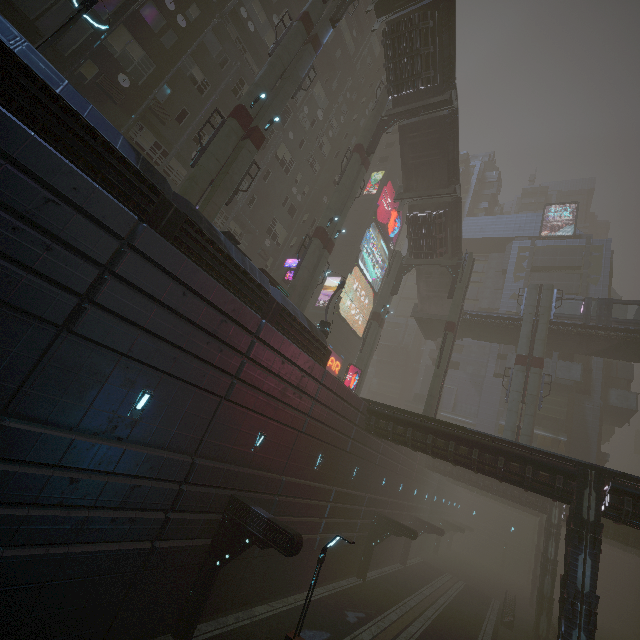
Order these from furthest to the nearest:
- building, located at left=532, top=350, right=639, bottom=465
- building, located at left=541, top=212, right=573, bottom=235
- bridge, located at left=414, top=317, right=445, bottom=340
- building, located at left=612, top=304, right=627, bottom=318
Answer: building, located at left=612, top=304, right=627, bottom=318 < building, located at left=541, top=212, right=573, bottom=235 < bridge, located at left=414, top=317, right=445, bottom=340 < building, located at left=532, top=350, right=639, bottom=465

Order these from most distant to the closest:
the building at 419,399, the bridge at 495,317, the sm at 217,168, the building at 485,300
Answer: the building at 419,399 < the building at 485,300 < the bridge at 495,317 < the sm at 217,168

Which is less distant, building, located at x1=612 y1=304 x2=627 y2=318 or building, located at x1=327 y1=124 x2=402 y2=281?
building, located at x1=327 y1=124 x2=402 y2=281

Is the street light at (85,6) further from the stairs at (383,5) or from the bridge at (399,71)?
the stairs at (383,5)

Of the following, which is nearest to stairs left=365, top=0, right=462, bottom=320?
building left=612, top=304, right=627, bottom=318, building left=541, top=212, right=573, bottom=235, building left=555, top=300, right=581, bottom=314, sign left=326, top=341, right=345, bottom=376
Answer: Result: sign left=326, top=341, right=345, bottom=376

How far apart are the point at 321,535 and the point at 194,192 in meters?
21.2 m

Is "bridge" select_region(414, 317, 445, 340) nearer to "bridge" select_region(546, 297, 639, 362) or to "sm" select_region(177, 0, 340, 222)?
"bridge" select_region(546, 297, 639, 362)

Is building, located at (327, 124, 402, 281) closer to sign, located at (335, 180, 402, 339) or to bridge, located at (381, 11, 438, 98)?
sign, located at (335, 180, 402, 339)
